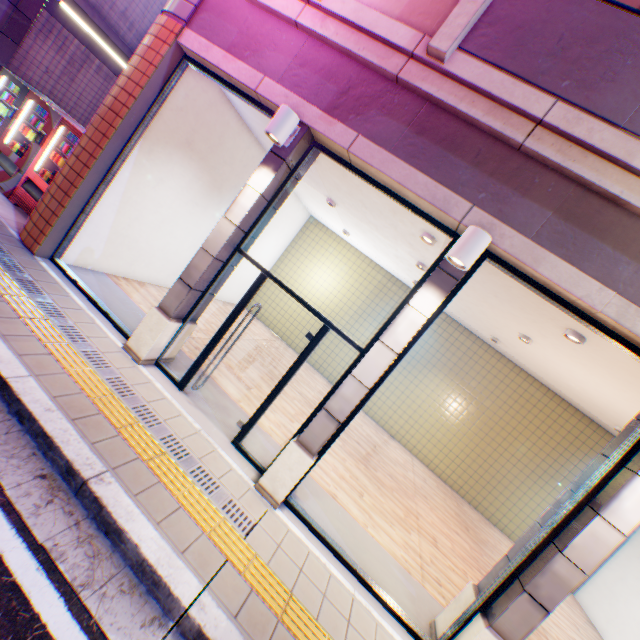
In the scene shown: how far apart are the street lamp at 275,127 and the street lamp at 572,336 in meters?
4.9

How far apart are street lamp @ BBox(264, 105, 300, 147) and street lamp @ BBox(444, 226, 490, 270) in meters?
2.6 m

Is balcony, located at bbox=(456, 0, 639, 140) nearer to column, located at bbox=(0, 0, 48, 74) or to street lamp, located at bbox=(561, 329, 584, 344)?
street lamp, located at bbox=(561, 329, 584, 344)

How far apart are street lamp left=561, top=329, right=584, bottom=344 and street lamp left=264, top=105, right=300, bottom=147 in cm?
493

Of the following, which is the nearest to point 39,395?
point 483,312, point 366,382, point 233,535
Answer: point 233,535

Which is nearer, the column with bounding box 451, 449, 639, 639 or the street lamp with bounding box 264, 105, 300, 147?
the column with bounding box 451, 449, 639, 639

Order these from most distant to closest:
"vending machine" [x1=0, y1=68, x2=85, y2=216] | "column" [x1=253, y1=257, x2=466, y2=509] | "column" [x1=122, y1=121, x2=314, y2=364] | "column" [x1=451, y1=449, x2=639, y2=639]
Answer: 1. "vending machine" [x1=0, y1=68, x2=85, y2=216]
2. "column" [x1=122, y1=121, x2=314, y2=364]
3. "column" [x1=253, y1=257, x2=466, y2=509]
4. "column" [x1=451, y1=449, x2=639, y2=639]

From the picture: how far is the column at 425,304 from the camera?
3.89m
